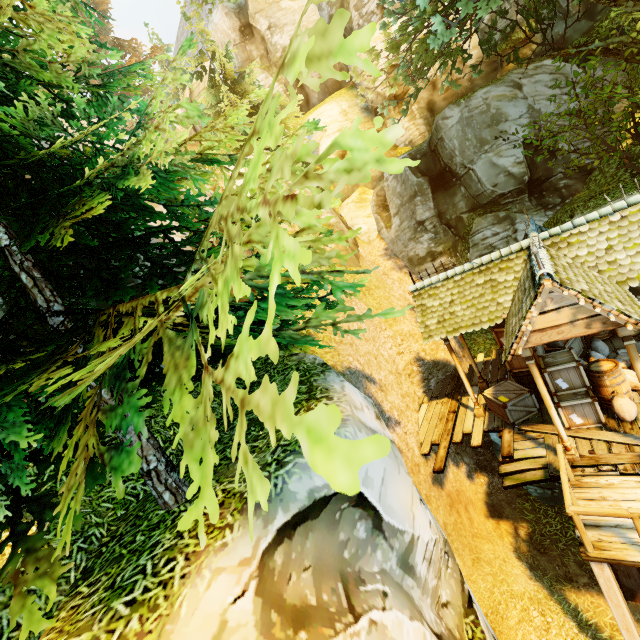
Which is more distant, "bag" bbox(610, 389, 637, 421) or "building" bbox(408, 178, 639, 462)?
"bag" bbox(610, 389, 637, 421)

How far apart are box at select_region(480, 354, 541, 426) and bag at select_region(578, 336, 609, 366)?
1.5m

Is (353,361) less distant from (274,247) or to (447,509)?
(447,509)

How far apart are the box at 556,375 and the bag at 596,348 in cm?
12

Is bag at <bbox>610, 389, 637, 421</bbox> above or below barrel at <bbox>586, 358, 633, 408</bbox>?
below

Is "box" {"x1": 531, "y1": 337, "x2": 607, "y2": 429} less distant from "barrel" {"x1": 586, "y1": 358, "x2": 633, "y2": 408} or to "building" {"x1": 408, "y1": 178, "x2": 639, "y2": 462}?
"barrel" {"x1": 586, "y1": 358, "x2": 633, "y2": 408}

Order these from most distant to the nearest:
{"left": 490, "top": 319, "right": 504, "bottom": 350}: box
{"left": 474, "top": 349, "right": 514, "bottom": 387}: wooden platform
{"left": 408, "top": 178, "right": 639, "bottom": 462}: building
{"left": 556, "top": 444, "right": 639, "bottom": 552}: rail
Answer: {"left": 474, "top": 349, "right": 514, "bottom": 387}: wooden platform → {"left": 490, "top": 319, "right": 504, "bottom": 350}: box → {"left": 408, "top": 178, "right": 639, "bottom": 462}: building → {"left": 556, "top": 444, "right": 639, "bottom": 552}: rail

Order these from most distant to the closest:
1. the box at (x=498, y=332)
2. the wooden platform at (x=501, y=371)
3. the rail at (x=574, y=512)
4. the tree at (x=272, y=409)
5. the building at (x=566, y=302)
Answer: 1. the wooden platform at (x=501, y=371)
2. the box at (x=498, y=332)
3. the building at (x=566, y=302)
4. the rail at (x=574, y=512)
5. the tree at (x=272, y=409)
